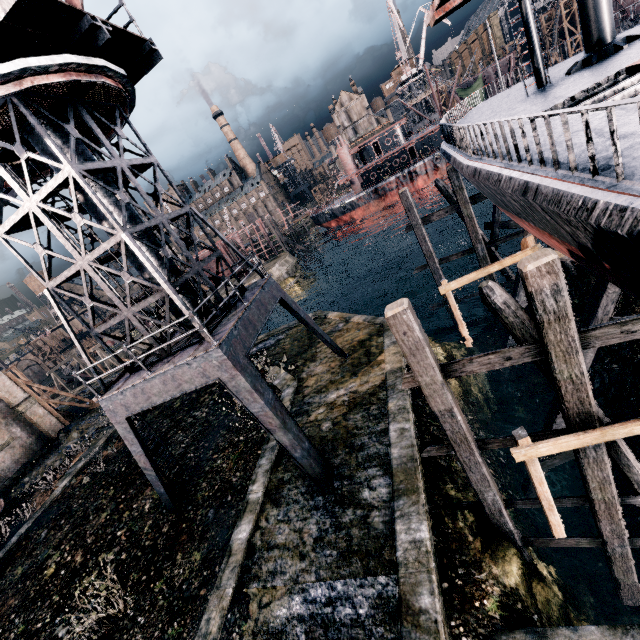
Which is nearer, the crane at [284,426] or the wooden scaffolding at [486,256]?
the crane at [284,426]

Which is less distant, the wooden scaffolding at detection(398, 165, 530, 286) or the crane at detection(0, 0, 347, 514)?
the crane at detection(0, 0, 347, 514)

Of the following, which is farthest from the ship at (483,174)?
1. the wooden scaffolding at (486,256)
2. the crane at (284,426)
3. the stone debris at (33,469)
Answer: the stone debris at (33,469)

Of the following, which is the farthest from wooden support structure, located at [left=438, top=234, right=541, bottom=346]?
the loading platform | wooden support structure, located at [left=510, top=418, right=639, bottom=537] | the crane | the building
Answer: the building

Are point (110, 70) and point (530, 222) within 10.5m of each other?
no

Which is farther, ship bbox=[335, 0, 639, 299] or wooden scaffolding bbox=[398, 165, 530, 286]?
wooden scaffolding bbox=[398, 165, 530, 286]

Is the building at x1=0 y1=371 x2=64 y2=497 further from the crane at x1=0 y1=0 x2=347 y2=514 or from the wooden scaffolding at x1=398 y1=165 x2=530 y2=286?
the wooden scaffolding at x1=398 y1=165 x2=530 y2=286

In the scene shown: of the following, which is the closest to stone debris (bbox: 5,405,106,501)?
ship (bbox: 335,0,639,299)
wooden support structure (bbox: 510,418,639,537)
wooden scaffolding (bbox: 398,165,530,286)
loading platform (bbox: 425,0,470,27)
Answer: wooden scaffolding (bbox: 398,165,530,286)
